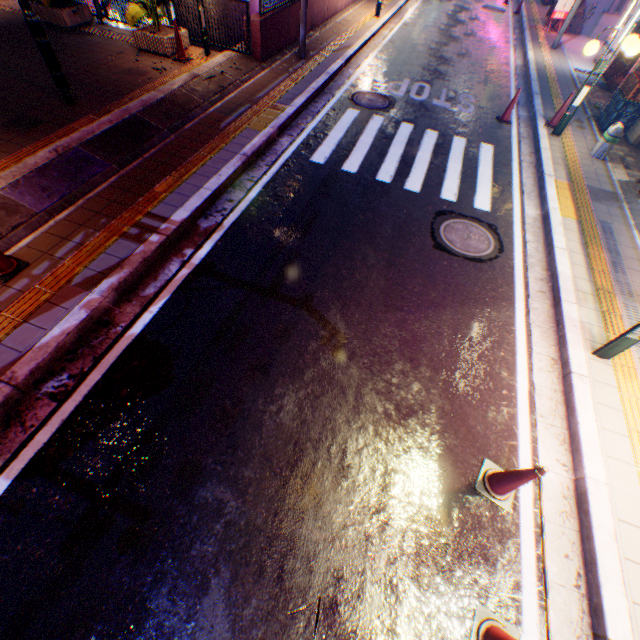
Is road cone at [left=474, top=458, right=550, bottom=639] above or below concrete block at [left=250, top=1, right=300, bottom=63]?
below

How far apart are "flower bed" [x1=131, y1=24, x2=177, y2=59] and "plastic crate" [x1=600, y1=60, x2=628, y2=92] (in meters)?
14.09

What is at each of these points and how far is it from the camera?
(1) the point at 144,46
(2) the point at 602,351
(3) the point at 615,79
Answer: (1) flower bed, 8.7 meters
(2) street lamp, 4.4 meters
(3) plastic crate, 11.2 meters

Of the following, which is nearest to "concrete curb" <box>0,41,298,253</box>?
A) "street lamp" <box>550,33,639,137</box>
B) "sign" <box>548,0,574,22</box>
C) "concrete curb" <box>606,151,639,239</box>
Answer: "street lamp" <box>550,33,639,137</box>

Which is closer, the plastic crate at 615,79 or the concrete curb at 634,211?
the concrete curb at 634,211

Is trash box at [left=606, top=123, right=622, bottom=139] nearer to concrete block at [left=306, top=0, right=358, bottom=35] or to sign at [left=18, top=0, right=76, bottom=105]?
sign at [left=18, top=0, right=76, bottom=105]

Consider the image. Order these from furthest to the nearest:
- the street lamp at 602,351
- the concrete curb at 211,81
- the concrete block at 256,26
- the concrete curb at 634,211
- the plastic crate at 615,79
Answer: the plastic crate at 615,79 < the concrete block at 256,26 < the concrete curb at 634,211 < the concrete curb at 211,81 < the street lamp at 602,351

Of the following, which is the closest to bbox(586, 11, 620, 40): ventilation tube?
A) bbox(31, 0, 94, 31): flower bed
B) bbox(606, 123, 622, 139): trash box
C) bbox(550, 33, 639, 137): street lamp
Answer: bbox(550, 33, 639, 137): street lamp
